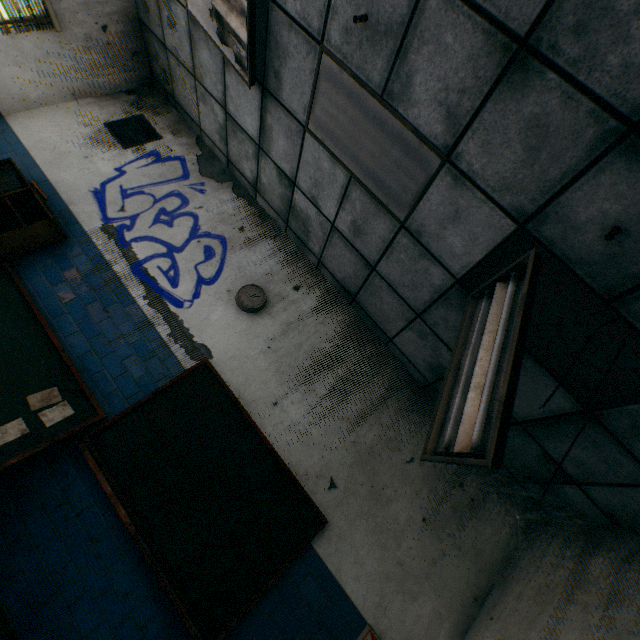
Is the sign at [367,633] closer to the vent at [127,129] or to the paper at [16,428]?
the paper at [16,428]

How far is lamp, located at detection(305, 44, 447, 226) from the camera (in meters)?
2.32

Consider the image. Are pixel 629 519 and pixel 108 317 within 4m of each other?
no

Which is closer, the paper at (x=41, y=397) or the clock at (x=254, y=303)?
the paper at (x=41, y=397)

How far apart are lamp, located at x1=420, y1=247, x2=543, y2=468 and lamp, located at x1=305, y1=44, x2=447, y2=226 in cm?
83

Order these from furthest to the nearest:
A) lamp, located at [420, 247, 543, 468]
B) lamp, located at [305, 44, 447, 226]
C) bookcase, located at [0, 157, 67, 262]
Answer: bookcase, located at [0, 157, 67, 262]
lamp, located at [305, 44, 447, 226]
lamp, located at [420, 247, 543, 468]

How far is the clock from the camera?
3.7m

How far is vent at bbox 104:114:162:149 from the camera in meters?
4.4
